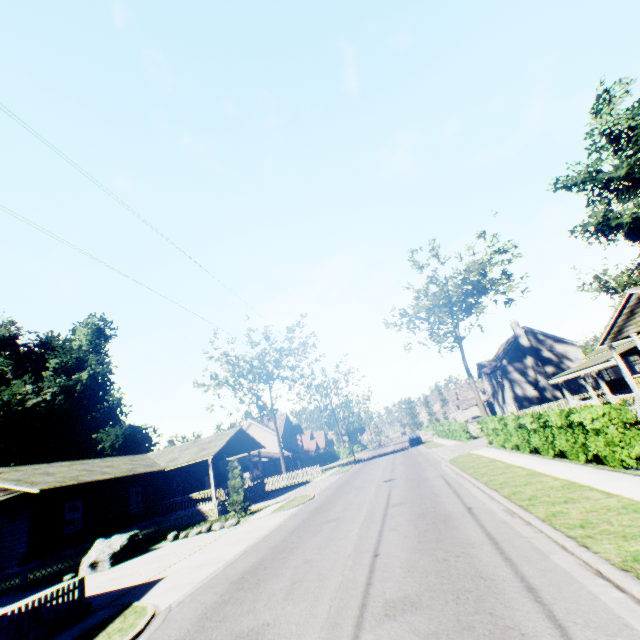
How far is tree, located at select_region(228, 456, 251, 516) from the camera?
21.2 meters

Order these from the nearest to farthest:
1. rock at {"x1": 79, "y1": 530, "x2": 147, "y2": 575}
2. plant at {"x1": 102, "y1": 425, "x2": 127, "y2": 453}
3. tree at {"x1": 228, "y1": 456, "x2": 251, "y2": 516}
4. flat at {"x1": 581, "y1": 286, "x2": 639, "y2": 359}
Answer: rock at {"x1": 79, "y1": 530, "x2": 147, "y2": 575} → flat at {"x1": 581, "y1": 286, "x2": 639, "y2": 359} → tree at {"x1": 228, "y1": 456, "x2": 251, "y2": 516} → plant at {"x1": 102, "y1": 425, "x2": 127, "y2": 453}

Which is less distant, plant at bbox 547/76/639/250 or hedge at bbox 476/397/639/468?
hedge at bbox 476/397/639/468

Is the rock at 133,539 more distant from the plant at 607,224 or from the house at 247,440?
the plant at 607,224

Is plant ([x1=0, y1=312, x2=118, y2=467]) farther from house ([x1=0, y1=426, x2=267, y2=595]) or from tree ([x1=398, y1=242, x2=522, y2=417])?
house ([x1=0, y1=426, x2=267, y2=595])

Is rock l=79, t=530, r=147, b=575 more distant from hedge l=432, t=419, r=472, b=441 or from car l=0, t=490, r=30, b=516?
hedge l=432, t=419, r=472, b=441

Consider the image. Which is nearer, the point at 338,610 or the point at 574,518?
the point at 338,610

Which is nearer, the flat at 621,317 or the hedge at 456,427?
the flat at 621,317
